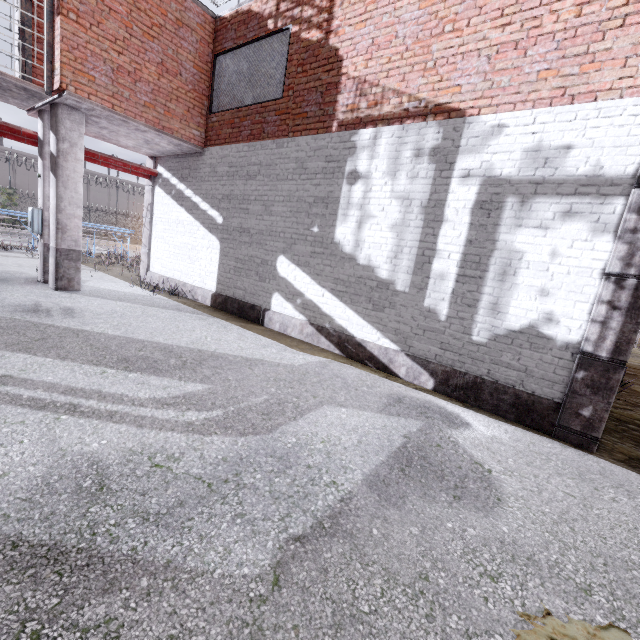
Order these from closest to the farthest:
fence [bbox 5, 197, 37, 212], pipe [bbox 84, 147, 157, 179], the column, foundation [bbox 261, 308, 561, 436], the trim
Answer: the trim < foundation [bbox 261, 308, 561, 436] < the column < pipe [bbox 84, 147, 157, 179] < fence [bbox 5, 197, 37, 212]

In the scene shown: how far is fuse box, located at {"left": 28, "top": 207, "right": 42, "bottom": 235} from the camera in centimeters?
761cm

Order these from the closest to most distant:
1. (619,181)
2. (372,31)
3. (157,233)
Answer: (619,181) → (372,31) → (157,233)

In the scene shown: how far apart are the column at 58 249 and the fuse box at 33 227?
0.50m

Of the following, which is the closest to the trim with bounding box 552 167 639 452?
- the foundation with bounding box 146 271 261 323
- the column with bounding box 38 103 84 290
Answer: the foundation with bounding box 146 271 261 323

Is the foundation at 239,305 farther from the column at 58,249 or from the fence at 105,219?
the column at 58,249

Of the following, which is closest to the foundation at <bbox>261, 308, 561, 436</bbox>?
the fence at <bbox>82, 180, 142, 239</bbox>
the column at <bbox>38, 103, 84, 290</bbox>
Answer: the fence at <bbox>82, 180, 142, 239</bbox>

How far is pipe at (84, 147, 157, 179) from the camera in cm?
875
